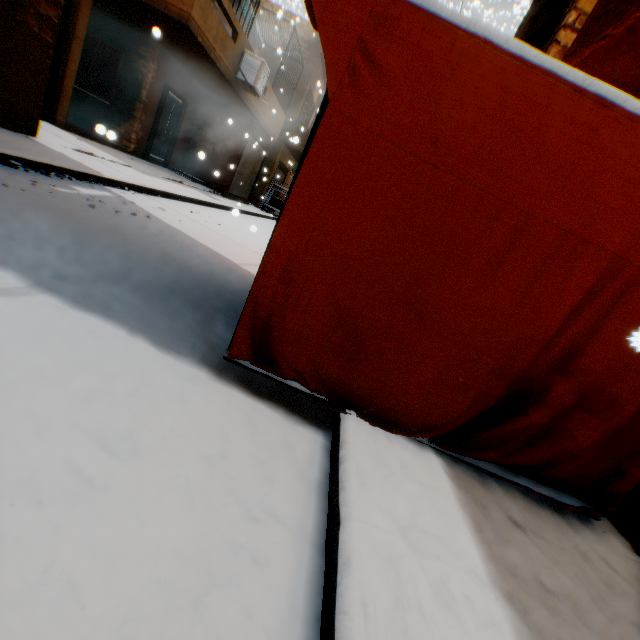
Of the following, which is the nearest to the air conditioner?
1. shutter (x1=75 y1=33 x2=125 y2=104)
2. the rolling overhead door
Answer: the rolling overhead door

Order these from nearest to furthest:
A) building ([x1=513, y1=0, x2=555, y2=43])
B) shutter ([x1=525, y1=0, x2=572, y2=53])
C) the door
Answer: shutter ([x1=525, y1=0, x2=572, y2=53]) < building ([x1=513, y1=0, x2=555, y2=43]) < the door

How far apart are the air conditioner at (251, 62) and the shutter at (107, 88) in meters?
3.4

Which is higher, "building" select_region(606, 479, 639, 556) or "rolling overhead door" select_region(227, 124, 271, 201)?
"rolling overhead door" select_region(227, 124, 271, 201)

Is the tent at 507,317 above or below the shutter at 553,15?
below

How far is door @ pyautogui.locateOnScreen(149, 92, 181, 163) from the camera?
11.7m

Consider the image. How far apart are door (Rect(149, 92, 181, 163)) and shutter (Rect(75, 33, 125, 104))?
1.43m

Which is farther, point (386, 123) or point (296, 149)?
point (296, 149)
